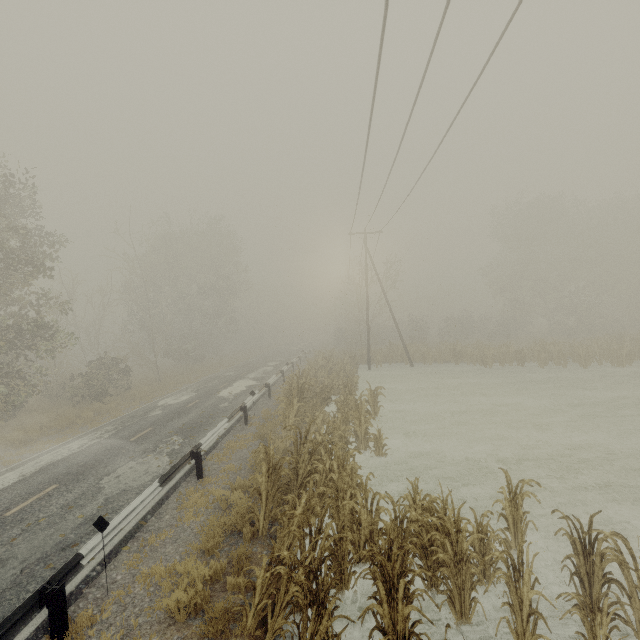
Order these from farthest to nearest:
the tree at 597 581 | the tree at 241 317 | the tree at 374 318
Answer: the tree at 374 318 < the tree at 241 317 < the tree at 597 581

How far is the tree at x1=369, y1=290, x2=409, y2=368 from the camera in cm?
2952

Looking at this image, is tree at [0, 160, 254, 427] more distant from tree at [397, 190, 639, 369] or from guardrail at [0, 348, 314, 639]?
tree at [397, 190, 639, 369]

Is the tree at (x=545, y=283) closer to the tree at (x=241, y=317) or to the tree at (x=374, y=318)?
the tree at (x=374, y=318)

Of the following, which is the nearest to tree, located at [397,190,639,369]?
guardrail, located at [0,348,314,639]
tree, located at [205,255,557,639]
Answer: guardrail, located at [0,348,314,639]

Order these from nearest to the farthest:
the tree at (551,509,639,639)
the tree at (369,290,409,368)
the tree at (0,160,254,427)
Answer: the tree at (551,509,639,639)
the tree at (0,160,254,427)
the tree at (369,290,409,368)

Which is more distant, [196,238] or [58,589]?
[196,238]

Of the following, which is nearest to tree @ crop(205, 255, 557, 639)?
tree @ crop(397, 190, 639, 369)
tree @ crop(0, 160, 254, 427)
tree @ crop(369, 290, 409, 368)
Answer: tree @ crop(369, 290, 409, 368)
